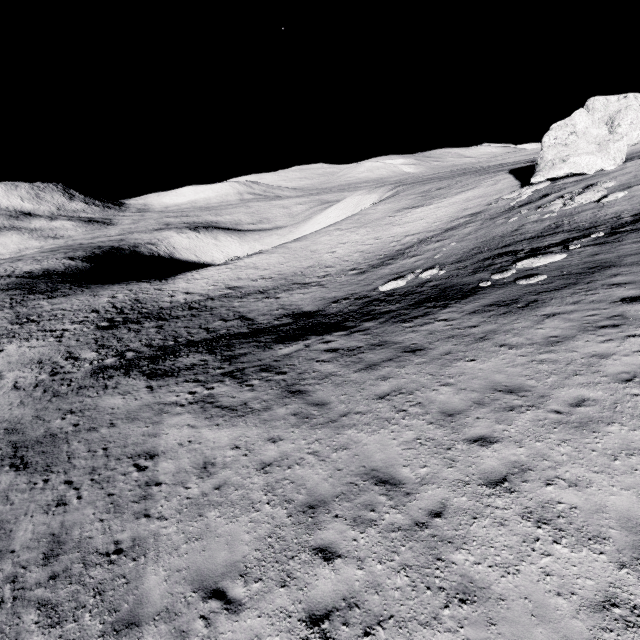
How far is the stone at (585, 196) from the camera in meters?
22.2 m

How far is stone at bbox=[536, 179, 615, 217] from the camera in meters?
22.2 m

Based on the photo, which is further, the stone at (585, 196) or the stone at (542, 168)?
the stone at (542, 168)

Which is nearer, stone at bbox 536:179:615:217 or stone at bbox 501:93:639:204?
stone at bbox 536:179:615:217

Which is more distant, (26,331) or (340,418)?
(26,331)

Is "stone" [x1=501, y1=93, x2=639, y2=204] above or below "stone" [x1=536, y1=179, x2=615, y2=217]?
above
